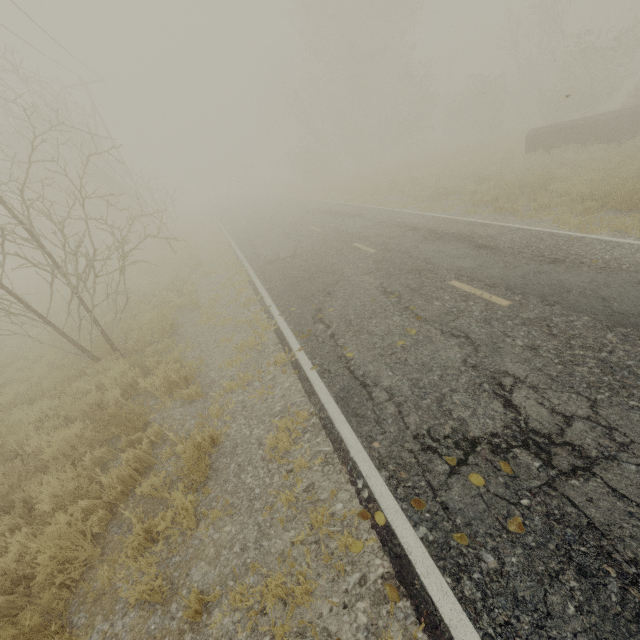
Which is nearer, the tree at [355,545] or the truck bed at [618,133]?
the tree at [355,545]

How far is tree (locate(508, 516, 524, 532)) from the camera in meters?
2.8

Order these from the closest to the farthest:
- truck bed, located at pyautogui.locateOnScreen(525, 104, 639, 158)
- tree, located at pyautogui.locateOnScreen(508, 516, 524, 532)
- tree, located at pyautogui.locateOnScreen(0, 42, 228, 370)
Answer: tree, located at pyautogui.locateOnScreen(508, 516, 524, 532), tree, located at pyautogui.locateOnScreen(0, 42, 228, 370), truck bed, located at pyautogui.locateOnScreen(525, 104, 639, 158)

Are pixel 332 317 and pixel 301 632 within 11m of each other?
yes

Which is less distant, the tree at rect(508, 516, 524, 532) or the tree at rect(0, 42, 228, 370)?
the tree at rect(508, 516, 524, 532)

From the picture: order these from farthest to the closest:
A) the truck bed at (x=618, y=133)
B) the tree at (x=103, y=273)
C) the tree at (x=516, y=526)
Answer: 1. the truck bed at (x=618, y=133)
2. the tree at (x=103, y=273)
3. the tree at (x=516, y=526)

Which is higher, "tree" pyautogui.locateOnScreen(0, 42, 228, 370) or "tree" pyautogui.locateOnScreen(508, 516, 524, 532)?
"tree" pyautogui.locateOnScreen(0, 42, 228, 370)
